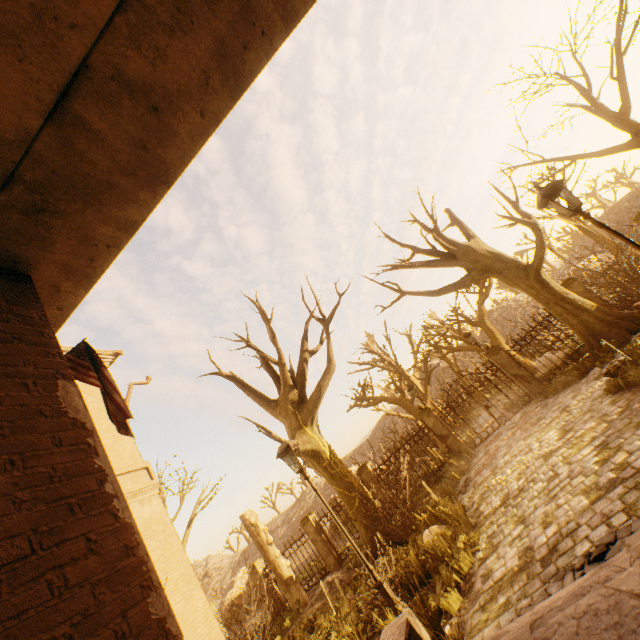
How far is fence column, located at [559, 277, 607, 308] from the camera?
12.7 meters

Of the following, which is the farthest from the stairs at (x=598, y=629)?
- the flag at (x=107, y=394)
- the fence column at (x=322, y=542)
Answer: the fence column at (x=322, y=542)

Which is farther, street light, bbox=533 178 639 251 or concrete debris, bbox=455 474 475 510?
concrete debris, bbox=455 474 475 510

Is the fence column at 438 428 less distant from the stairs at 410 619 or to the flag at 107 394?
the stairs at 410 619

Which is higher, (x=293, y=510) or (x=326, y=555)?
(x=293, y=510)

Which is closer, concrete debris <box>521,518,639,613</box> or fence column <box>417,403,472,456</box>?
concrete debris <box>521,518,639,613</box>

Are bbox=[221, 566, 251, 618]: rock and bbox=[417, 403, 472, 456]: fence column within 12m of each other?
no

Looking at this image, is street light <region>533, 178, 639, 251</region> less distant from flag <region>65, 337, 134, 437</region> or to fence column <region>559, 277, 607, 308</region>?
flag <region>65, 337, 134, 437</region>
